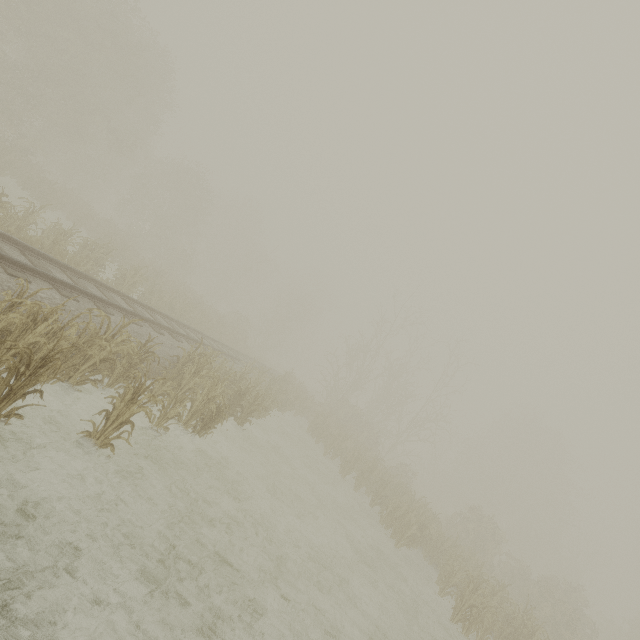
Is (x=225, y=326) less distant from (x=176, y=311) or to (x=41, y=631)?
(x=176, y=311)
